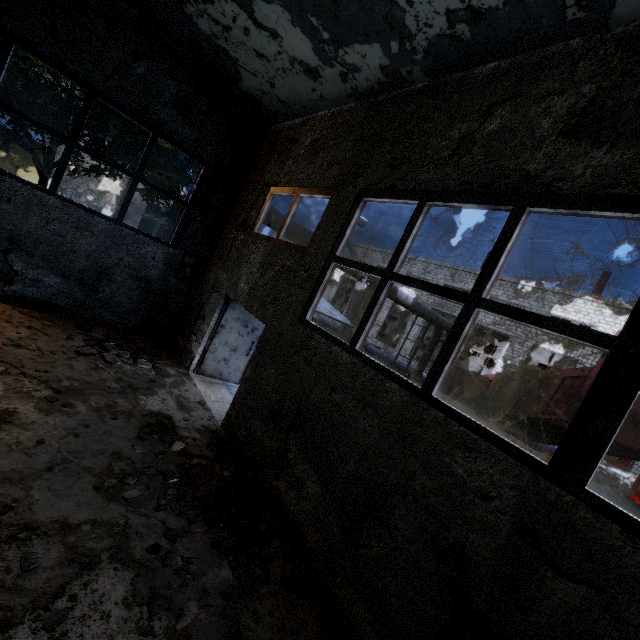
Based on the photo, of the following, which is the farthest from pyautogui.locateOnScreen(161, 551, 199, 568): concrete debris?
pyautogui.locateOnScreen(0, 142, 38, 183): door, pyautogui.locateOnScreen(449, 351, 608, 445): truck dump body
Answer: pyautogui.locateOnScreen(0, 142, 38, 183): door

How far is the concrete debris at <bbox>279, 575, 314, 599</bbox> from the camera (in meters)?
3.65

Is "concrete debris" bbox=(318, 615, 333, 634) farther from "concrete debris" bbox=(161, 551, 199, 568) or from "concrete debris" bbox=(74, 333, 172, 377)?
"concrete debris" bbox=(74, 333, 172, 377)

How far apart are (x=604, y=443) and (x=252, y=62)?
8.33m

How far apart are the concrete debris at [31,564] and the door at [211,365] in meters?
5.5 m

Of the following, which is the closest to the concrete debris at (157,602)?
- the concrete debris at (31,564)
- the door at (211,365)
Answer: the concrete debris at (31,564)

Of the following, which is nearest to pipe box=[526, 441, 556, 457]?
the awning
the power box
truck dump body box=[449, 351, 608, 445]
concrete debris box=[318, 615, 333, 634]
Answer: the power box

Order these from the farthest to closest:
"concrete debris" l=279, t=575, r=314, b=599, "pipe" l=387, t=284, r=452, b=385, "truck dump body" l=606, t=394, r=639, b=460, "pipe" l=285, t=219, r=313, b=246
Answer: "pipe" l=387, t=284, r=452, b=385 < "pipe" l=285, t=219, r=313, b=246 < "truck dump body" l=606, t=394, r=639, b=460 < "concrete debris" l=279, t=575, r=314, b=599
